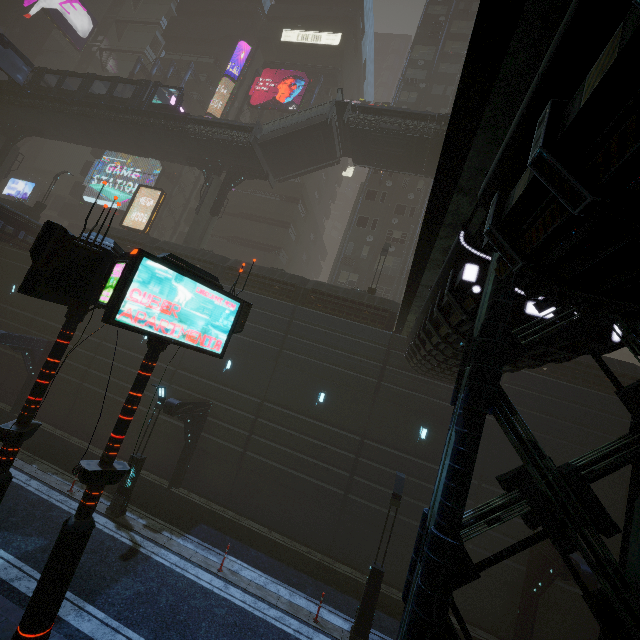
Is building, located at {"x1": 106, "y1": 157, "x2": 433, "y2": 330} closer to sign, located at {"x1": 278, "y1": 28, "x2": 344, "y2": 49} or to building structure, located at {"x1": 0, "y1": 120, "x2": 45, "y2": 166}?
sign, located at {"x1": 278, "y1": 28, "x2": 344, "y2": 49}

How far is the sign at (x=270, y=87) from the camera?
34.9m

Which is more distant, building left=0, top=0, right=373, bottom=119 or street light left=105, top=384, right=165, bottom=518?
building left=0, top=0, right=373, bottom=119

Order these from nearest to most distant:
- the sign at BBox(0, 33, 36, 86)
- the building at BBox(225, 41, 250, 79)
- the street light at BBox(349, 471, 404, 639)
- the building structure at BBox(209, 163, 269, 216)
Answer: the street light at BBox(349, 471, 404, 639) → the building structure at BBox(209, 163, 269, 216) → the sign at BBox(0, 33, 36, 86) → the building at BBox(225, 41, 250, 79)

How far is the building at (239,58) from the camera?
A: 40.7m

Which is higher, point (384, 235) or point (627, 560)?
point (384, 235)

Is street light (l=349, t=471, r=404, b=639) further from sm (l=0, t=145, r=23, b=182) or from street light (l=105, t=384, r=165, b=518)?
sm (l=0, t=145, r=23, b=182)

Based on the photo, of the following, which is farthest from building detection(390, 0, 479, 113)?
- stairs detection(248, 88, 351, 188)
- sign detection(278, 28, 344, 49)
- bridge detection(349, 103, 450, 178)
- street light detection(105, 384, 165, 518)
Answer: stairs detection(248, 88, 351, 188)
